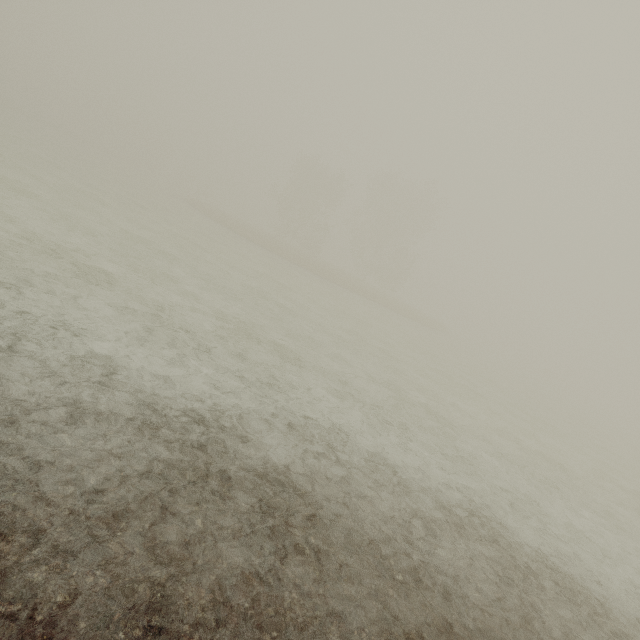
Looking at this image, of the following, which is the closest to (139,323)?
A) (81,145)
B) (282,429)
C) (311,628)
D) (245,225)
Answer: (282,429)
